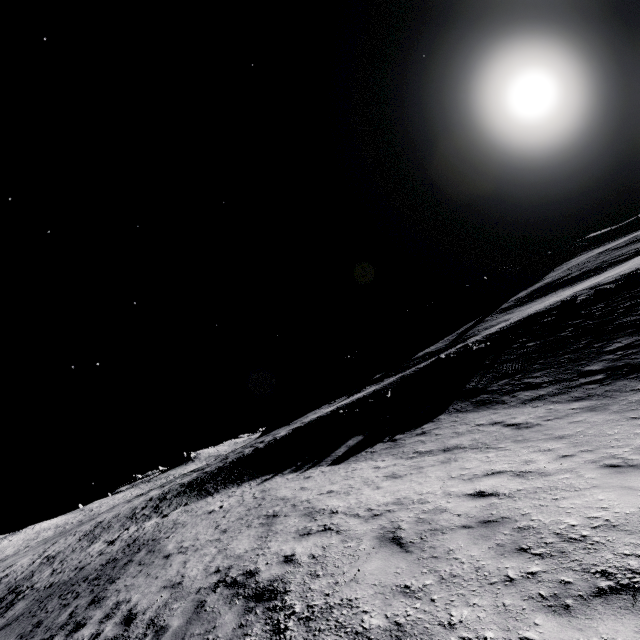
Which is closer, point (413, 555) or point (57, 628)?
point (413, 555)
